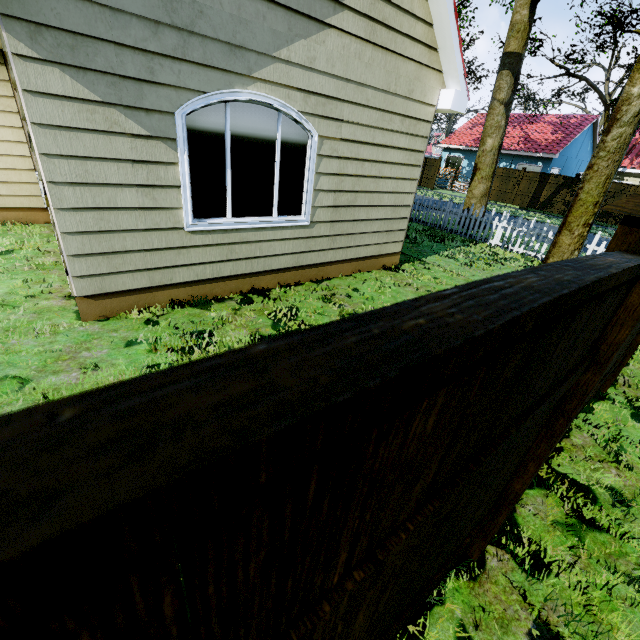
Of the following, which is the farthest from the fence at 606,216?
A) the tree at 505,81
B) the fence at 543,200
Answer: the tree at 505,81

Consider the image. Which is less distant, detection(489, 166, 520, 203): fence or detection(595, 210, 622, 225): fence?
detection(595, 210, 622, 225): fence

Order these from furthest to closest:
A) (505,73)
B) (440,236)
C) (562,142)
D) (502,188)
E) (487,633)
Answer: (562,142) → (502,188) → (505,73) → (440,236) → (487,633)

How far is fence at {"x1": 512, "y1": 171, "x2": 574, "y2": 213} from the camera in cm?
2156

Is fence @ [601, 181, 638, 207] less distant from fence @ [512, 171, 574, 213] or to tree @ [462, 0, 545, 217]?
fence @ [512, 171, 574, 213]

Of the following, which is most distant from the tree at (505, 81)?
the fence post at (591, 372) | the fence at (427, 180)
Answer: the fence post at (591, 372)

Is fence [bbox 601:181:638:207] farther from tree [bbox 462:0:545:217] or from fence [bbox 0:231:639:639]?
fence [bbox 0:231:639:639]

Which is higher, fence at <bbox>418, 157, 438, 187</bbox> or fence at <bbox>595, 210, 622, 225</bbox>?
fence at <bbox>418, 157, 438, 187</bbox>
